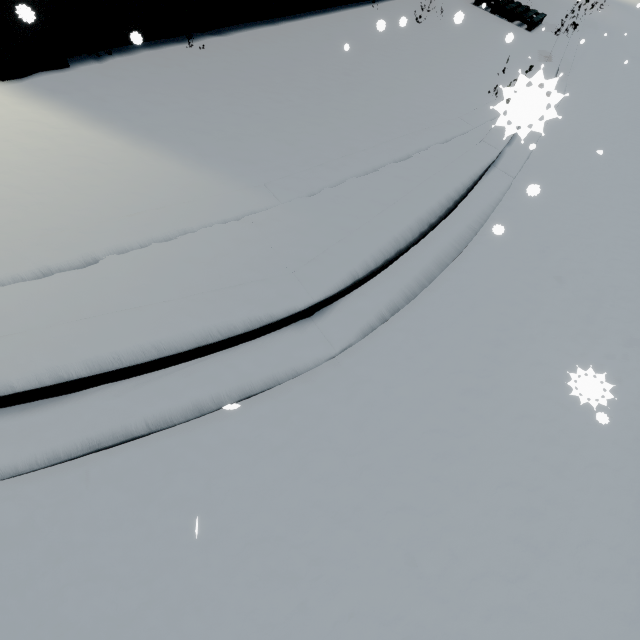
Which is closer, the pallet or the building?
the building

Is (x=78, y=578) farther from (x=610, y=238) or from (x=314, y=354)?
(x=610, y=238)

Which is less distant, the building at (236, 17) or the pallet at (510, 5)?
the building at (236, 17)
